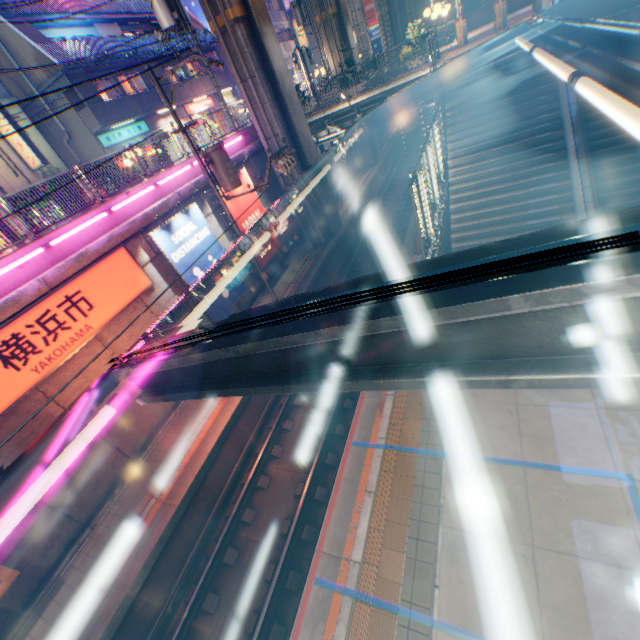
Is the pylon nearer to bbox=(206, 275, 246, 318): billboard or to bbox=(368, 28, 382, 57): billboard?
bbox=(206, 275, 246, 318): billboard

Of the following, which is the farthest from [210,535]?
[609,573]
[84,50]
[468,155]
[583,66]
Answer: [84,50]

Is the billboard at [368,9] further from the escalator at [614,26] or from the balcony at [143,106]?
the escalator at [614,26]

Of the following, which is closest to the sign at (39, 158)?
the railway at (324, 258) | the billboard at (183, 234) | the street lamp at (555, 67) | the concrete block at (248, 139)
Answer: the concrete block at (248, 139)

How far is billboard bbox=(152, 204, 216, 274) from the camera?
11.7m

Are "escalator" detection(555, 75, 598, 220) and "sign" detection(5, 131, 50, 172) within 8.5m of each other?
no

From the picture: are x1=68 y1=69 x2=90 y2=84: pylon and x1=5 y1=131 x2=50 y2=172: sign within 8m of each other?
yes

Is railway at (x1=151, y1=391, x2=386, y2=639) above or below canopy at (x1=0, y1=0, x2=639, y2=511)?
below
